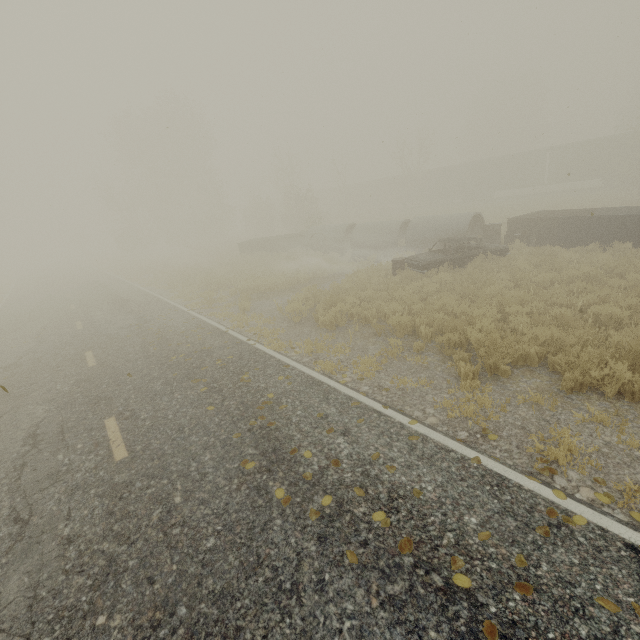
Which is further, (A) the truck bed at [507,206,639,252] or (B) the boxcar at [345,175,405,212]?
(B) the boxcar at [345,175,405,212]

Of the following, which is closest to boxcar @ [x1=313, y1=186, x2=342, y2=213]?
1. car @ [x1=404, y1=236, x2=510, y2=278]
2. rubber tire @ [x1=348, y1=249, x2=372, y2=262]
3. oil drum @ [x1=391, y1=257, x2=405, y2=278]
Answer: rubber tire @ [x1=348, y1=249, x2=372, y2=262]

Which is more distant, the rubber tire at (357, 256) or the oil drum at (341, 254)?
the oil drum at (341, 254)

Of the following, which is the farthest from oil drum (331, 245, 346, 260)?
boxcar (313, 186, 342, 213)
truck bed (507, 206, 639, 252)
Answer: boxcar (313, 186, 342, 213)

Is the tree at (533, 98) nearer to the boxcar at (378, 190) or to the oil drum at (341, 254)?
the boxcar at (378, 190)

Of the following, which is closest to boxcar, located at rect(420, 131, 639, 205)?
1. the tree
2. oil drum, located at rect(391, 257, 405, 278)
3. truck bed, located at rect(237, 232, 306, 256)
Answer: the tree

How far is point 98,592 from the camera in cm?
317

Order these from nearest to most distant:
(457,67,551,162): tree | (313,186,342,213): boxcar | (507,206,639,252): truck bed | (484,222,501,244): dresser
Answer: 1. (507,206,639,252): truck bed
2. (484,222,501,244): dresser
3. (457,67,551,162): tree
4. (313,186,342,213): boxcar
